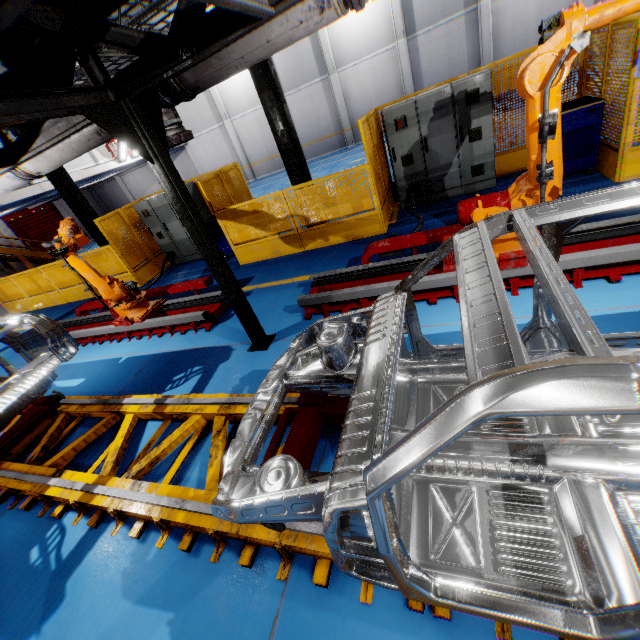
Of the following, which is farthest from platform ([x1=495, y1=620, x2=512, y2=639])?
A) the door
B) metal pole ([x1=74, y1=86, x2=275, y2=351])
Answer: the door

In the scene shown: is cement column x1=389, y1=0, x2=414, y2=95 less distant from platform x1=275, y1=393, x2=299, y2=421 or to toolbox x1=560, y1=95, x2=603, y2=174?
toolbox x1=560, y1=95, x2=603, y2=174

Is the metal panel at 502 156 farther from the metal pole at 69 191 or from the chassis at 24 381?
the chassis at 24 381

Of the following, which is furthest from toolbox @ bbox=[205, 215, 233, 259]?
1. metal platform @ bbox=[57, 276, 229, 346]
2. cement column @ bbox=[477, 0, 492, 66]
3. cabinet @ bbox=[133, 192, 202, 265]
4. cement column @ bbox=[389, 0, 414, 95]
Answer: cement column @ bbox=[477, 0, 492, 66]

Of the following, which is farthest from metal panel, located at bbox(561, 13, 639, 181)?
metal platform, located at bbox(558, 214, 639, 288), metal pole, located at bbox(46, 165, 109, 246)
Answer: metal platform, located at bbox(558, 214, 639, 288)

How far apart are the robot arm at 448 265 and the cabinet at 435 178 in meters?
3.3 m

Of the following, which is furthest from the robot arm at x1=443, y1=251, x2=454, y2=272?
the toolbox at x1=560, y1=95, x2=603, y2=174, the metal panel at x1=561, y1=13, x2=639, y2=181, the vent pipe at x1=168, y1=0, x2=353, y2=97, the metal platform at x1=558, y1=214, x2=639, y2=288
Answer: the toolbox at x1=560, y1=95, x2=603, y2=174

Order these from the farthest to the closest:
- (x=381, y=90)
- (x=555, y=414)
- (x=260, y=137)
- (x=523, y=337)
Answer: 1. (x=260, y=137)
2. (x=381, y=90)
3. (x=523, y=337)
4. (x=555, y=414)
